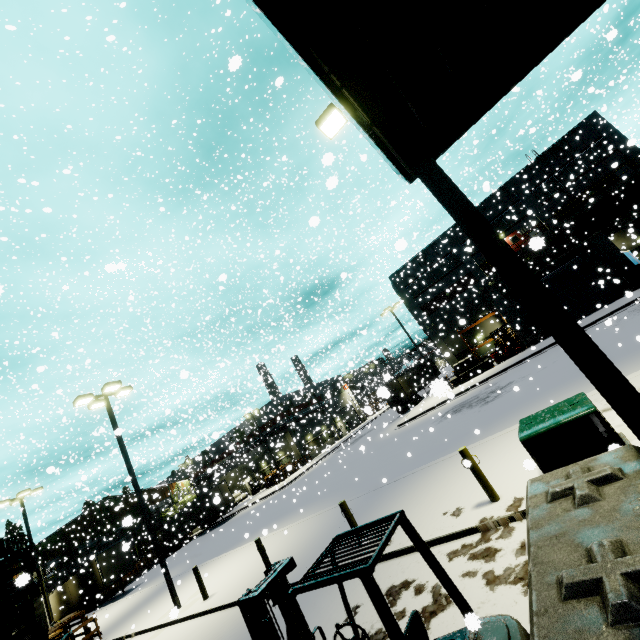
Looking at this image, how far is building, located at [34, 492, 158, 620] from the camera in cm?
3295

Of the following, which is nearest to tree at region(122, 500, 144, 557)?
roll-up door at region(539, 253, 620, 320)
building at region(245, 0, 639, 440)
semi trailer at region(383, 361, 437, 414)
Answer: building at region(245, 0, 639, 440)

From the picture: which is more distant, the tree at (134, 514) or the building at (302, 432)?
the building at (302, 432)

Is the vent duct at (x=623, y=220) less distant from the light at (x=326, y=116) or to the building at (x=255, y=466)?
the building at (x=255, y=466)

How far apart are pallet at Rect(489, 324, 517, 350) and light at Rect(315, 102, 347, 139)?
26.19m

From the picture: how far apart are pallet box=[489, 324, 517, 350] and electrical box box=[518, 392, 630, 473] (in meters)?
25.30

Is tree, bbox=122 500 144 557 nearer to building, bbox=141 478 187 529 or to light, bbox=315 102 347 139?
building, bbox=141 478 187 529

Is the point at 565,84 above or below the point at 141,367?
below
